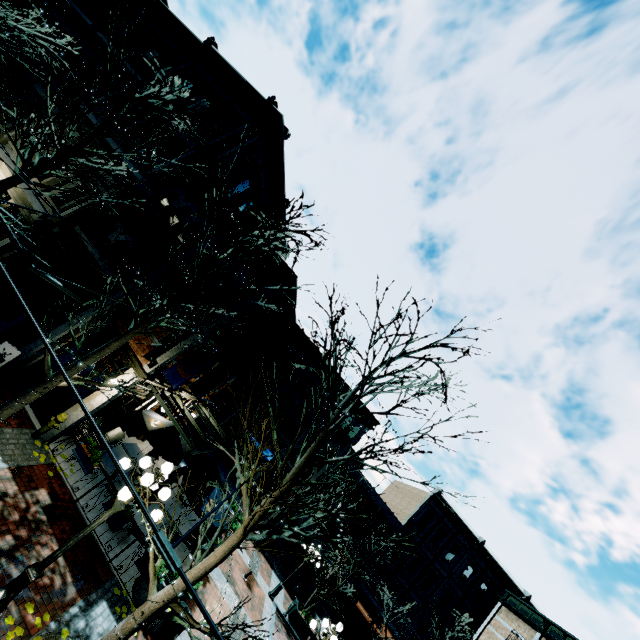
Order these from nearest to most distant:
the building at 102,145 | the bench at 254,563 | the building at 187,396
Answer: the building at 102,145
the building at 187,396
the bench at 254,563

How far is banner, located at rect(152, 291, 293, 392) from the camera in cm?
1112

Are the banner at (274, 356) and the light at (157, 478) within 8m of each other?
no

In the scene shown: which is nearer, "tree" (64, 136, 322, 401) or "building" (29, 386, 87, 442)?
"tree" (64, 136, 322, 401)

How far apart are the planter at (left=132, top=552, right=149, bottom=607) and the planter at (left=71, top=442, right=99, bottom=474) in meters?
2.9 m

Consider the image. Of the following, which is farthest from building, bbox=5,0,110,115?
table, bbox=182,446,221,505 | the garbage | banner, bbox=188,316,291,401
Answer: the garbage

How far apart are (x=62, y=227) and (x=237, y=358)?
8.50m

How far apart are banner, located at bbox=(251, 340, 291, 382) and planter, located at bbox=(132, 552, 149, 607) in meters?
8.0
